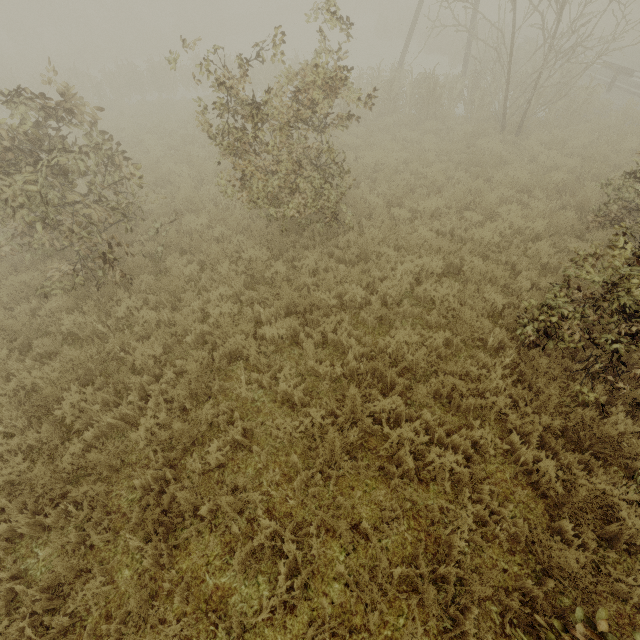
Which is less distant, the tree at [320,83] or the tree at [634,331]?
the tree at [634,331]

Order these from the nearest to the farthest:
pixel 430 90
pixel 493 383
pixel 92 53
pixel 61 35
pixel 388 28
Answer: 1. pixel 493 383
2. pixel 430 90
3. pixel 92 53
4. pixel 61 35
5. pixel 388 28

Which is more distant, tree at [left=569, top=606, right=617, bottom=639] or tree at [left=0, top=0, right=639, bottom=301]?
tree at [left=0, top=0, right=639, bottom=301]

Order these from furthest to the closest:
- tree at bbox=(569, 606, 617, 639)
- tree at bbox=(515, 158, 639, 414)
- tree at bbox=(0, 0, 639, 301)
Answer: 1. tree at bbox=(0, 0, 639, 301)
2. tree at bbox=(515, 158, 639, 414)
3. tree at bbox=(569, 606, 617, 639)
